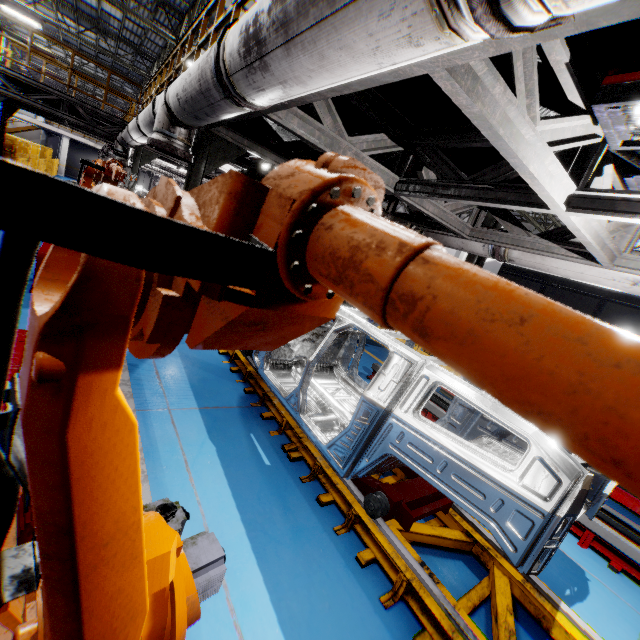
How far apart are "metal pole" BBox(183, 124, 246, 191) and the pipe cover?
0.0m

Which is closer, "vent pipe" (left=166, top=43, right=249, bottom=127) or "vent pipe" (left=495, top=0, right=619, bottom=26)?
"vent pipe" (left=495, top=0, right=619, bottom=26)

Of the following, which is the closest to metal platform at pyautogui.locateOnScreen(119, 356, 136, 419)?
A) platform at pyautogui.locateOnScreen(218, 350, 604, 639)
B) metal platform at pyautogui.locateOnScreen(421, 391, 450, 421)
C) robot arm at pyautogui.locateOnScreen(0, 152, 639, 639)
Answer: robot arm at pyautogui.locateOnScreen(0, 152, 639, 639)

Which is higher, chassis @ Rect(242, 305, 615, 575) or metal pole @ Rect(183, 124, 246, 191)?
metal pole @ Rect(183, 124, 246, 191)

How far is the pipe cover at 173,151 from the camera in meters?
4.1 m

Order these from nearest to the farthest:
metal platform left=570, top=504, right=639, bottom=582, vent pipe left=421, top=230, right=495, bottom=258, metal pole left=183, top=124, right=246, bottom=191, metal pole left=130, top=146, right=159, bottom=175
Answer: metal platform left=570, top=504, right=639, bottom=582 → metal pole left=183, top=124, right=246, bottom=191 → vent pipe left=421, top=230, right=495, bottom=258 → metal pole left=130, top=146, right=159, bottom=175

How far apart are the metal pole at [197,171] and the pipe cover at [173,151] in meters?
0.0

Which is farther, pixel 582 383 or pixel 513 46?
pixel 513 46
